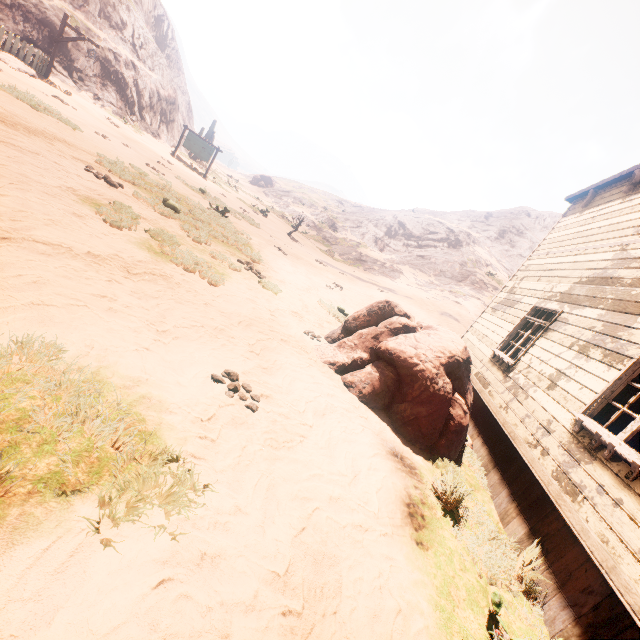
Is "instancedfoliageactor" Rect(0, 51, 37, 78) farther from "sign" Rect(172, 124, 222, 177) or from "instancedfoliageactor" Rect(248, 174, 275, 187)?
"instancedfoliageactor" Rect(248, 174, 275, 187)

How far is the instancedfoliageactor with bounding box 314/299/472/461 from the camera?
5.3m

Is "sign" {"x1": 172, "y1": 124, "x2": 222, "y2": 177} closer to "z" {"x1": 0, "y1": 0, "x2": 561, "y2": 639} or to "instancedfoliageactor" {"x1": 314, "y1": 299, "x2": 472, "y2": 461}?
"z" {"x1": 0, "y1": 0, "x2": 561, "y2": 639}

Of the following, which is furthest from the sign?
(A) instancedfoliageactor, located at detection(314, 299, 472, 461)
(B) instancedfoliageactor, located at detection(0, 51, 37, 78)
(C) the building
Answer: (A) instancedfoliageactor, located at detection(314, 299, 472, 461)

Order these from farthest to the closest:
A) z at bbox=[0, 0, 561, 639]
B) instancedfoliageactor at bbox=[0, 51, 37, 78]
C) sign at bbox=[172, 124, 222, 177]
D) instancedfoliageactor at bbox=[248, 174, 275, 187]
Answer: instancedfoliageactor at bbox=[248, 174, 275, 187] < sign at bbox=[172, 124, 222, 177] < instancedfoliageactor at bbox=[0, 51, 37, 78] < z at bbox=[0, 0, 561, 639]

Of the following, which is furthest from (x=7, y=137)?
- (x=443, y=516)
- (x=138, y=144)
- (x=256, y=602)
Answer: (x=138, y=144)

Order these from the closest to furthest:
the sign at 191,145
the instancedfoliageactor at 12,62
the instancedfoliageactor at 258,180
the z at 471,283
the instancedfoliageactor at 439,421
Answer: the z at 471,283 < the instancedfoliageactor at 439,421 < the instancedfoliageactor at 12,62 < the sign at 191,145 < the instancedfoliageactor at 258,180

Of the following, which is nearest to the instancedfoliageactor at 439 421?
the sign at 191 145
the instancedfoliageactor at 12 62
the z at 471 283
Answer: the z at 471 283
